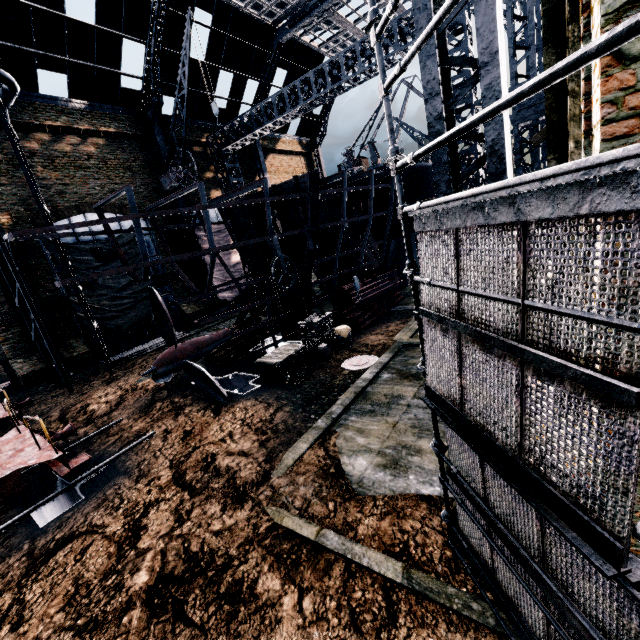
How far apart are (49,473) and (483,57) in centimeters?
1537cm

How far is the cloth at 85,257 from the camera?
22.3m

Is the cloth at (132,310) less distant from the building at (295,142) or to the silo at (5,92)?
the building at (295,142)

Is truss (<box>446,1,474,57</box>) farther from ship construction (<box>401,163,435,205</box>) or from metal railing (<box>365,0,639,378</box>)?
metal railing (<box>365,0,639,378</box>)

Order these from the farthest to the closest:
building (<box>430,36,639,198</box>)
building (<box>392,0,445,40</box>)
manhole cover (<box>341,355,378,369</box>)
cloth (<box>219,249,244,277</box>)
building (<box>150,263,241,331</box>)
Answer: cloth (<box>219,249,244,277</box>)
building (<box>150,263,241,331</box>)
manhole cover (<box>341,355,378,369</box>)
building (<box>392,0,445,40</box>)
building (<box>430,36,639,198</box>)

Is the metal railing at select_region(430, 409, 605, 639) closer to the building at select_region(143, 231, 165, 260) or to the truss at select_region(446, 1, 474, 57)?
Result: the building at select_region(143, 231, 165, 260)

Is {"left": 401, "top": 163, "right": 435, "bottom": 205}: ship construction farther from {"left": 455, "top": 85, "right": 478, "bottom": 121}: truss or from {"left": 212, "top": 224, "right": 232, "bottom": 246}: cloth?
{"left": 212, "top": 224, "right": 232, "bottom": 246}: cloth

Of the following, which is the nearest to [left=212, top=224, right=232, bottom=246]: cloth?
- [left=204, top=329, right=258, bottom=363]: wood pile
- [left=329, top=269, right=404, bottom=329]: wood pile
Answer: [left=204, top=329, right=258, bottom=363]: wood pile
